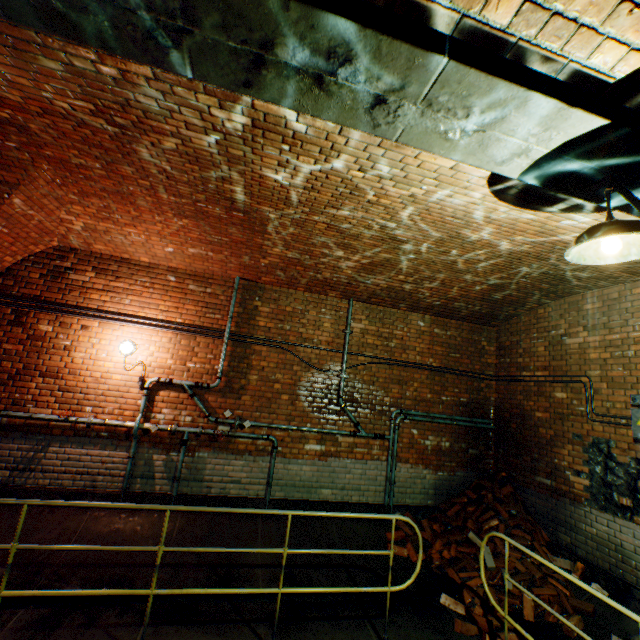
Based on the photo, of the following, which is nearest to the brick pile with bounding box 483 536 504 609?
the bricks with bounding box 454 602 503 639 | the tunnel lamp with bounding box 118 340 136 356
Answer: the bricks with bounding box 454 602 503 639

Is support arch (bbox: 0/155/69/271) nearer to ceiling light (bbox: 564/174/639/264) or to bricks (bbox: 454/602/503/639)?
ceiling light (bbox: 564/174/639/264)

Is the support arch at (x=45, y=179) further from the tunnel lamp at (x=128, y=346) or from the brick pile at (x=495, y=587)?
the brick pile at (x=495, y=587)

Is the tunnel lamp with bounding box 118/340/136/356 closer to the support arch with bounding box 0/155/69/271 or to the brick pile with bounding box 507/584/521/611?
the support arch with bounding box 0/155/69/271

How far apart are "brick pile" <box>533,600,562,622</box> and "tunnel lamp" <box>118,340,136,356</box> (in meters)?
5.50

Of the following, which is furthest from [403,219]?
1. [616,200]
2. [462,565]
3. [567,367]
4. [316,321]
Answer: [462,565]

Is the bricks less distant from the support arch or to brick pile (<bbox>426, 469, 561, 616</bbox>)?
brick pile (<bbox>426, 469, 561, 616</bbox>)

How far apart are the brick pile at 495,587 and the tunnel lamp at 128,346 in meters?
5.5
